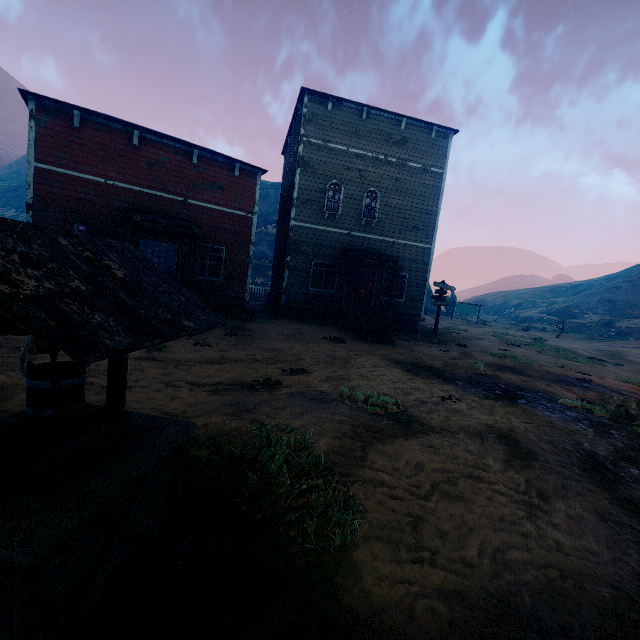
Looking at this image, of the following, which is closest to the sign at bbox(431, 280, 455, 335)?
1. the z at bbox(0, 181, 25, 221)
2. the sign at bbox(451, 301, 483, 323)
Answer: the z at bbox(0, 181, 25, 221)

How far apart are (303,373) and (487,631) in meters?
5.8 m

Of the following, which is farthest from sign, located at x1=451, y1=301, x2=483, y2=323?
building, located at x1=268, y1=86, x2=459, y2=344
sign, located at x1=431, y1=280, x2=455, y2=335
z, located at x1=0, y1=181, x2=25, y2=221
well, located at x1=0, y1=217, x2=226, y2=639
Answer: well, located at x1=0, y1=217, x2=226, y2=639

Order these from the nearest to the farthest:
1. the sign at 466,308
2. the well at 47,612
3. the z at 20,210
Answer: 1. the well at 47,612
2. the sign at 466,308
3. the z at 20,210

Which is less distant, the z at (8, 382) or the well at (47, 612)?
the well at (47, 612)

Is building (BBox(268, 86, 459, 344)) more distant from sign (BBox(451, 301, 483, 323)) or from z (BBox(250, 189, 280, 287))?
sign (BBox(451, 301, 483, 323))

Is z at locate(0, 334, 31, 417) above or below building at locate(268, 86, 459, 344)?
below

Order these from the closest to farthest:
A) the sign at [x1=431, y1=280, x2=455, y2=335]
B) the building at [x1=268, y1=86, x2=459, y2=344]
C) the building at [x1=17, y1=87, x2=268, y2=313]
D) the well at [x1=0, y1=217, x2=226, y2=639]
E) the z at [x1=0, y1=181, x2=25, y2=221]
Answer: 1. the well at [x1=0, y1=217, x2=226, y2=639]
2. the building at [x1=17, y1=87, x2=268, y2=313]
3. the building at [x1=268, y1=86, x2=459, y2=344]
4. the sign at [x1=431, y1=280, x2=455, y2=335]
5. the z at [x1=0, y1=181, x2=25, y2=221]
